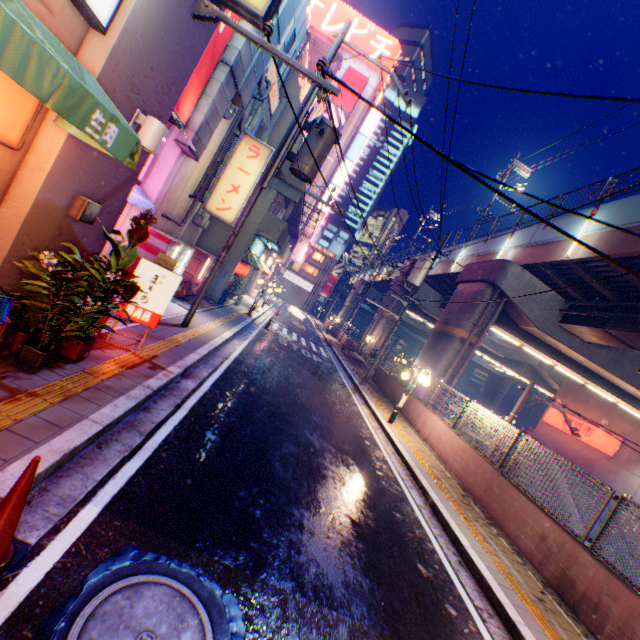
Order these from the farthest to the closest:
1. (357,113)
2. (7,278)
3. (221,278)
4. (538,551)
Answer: (357,113) → (221,278) → (538,551) → (7,278)

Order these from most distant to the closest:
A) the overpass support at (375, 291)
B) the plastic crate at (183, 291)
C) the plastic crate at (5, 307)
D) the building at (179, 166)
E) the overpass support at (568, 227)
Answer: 1. the overpass support at (375, 291)
2. the overpass support at (568, 227)
3. the plastic crate at (183, 291)
4. the building at (179, 166)
5. the plastic crate at (5, 307)

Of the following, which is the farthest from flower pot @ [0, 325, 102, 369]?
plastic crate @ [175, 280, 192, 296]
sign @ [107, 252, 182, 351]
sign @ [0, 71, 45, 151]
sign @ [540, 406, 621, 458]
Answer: sign @ [540, 406, 621, 458]

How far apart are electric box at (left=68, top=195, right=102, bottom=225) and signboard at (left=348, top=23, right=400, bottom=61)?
42.53m

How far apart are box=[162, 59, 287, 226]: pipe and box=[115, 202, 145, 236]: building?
0.00m

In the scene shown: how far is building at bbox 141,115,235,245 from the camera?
9.5m

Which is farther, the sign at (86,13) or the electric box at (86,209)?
the electric box at (86,209)

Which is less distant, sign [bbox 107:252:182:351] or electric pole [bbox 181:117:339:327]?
sign [bbox 107:252:182:351]
